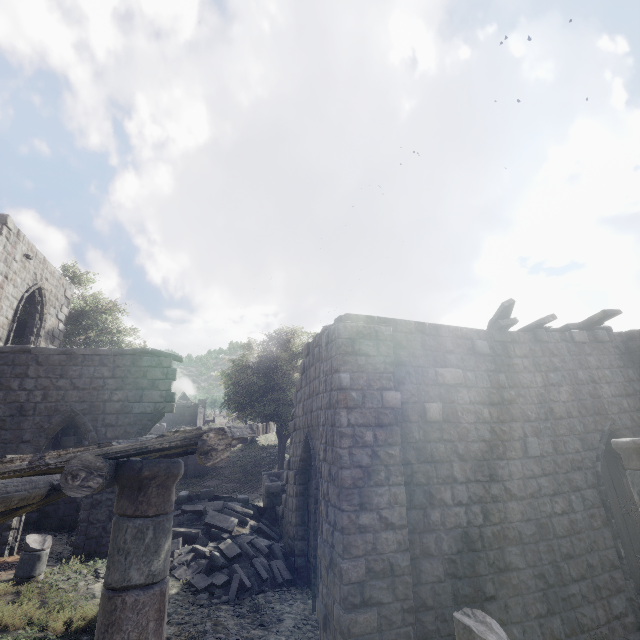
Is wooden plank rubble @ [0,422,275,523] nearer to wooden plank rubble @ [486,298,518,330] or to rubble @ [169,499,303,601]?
rubble @ [169,499,303,601]

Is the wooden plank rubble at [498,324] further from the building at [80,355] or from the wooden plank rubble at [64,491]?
the wooden plank rubble at [64,491]

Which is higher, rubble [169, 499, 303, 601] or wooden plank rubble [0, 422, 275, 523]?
wooden plank rubble [0, 422, 275, 523]

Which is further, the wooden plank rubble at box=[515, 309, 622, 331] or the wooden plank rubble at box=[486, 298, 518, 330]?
the wooden plank rubble at box=[515, 309, 622, 331]

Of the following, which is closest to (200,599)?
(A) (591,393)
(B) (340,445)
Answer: (B) (340,445)

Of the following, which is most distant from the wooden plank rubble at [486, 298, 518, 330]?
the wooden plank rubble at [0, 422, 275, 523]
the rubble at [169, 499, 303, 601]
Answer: the wooden plank rubble at [0, 422, 275, 523]

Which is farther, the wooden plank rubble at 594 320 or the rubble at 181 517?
the wooden plank rubble at 594 320

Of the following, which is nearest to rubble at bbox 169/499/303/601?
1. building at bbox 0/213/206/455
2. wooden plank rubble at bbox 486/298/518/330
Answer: building at bbox 0/213/206/455
